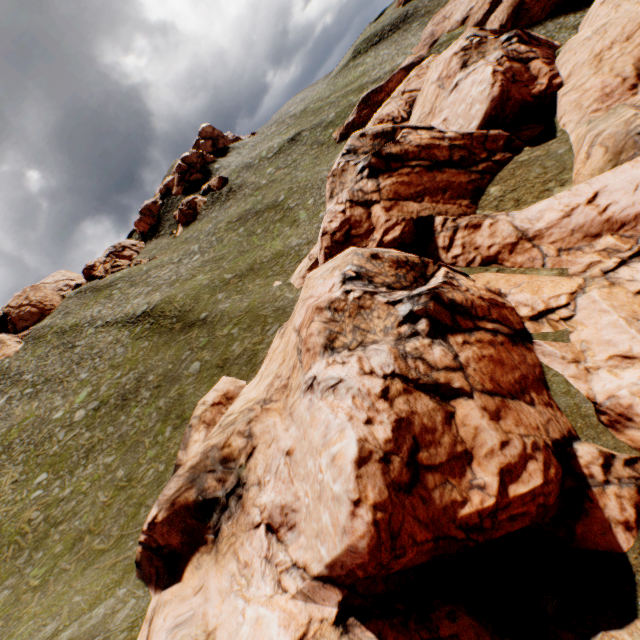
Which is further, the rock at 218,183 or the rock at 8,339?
the rock at 218,183

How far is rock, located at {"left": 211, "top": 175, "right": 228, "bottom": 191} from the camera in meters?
58.7 m

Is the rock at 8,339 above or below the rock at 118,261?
above

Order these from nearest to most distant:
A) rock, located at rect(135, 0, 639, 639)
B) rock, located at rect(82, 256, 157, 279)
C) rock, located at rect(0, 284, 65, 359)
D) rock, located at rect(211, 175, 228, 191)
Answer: rock, located at rect(135, 0, 639, 639) < rock, located at rect(0, 284, 65, 359) < rock, located at rect(82, 256, 157, 279) < rock, located at rect(211, 175, 228, 191)

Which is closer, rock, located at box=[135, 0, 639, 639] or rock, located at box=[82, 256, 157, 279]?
rock, located at box=[135, 0, 639, 639]

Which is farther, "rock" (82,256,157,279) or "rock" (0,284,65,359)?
"rock" (82,256,157,279)

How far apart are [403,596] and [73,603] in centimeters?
1720cm
